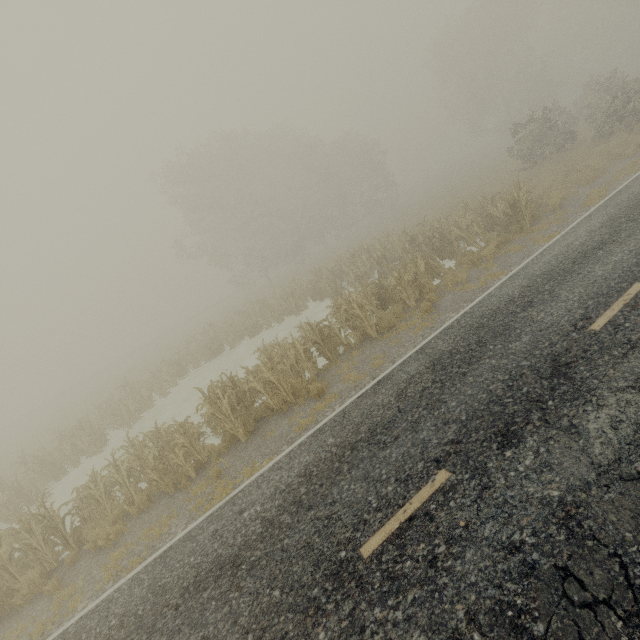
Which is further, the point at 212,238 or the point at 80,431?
the point at 212,238
